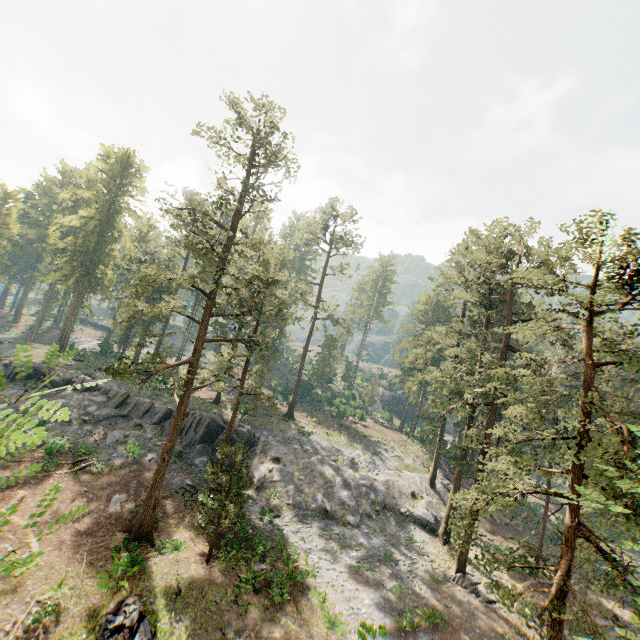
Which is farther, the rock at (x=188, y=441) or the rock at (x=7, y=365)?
the rock at (x=7, y=365)

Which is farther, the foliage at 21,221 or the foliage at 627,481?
the foliage at 21,221

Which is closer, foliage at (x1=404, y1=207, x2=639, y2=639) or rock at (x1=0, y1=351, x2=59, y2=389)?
foliage at (x1=404, y1=207, x2=639, y2=639)

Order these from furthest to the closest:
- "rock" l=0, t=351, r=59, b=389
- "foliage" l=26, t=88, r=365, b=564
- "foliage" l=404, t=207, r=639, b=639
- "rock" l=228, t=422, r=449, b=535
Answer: "rock" l=0, t=351, r=59, b=389 → "rock" l=228, t=422, r=449, b=535 → "foliage" l=26, t=88, r=365, b=564 → "foliage" l=404, t=207, r=639, b=639

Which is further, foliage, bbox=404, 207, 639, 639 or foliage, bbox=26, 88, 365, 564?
foliage, bbox=26, 88, 365, 564

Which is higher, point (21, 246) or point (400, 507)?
point (21, 246)

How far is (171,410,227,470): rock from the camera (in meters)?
32.06

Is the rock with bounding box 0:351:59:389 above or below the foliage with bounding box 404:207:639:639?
below
